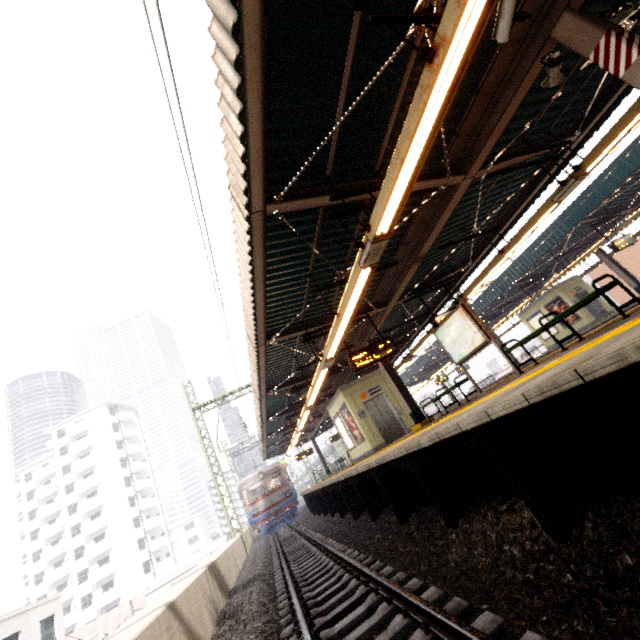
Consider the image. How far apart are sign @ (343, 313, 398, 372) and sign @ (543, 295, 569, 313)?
15.51m

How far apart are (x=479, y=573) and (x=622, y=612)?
1.6 meters

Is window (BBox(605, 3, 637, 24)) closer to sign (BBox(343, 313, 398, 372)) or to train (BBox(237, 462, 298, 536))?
sign (BBox(343, 313, 398, 372))

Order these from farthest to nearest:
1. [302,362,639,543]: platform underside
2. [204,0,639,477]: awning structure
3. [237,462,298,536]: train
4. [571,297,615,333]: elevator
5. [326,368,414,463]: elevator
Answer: [237,462,298,536]: train → [571,297,615,333]: elevator → [326,368,414,463]: elevator → [204,0,639,477]: awning structure → [302,362,639,543]: platform underside

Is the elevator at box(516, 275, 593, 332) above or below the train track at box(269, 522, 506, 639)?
above

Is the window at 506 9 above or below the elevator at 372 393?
above

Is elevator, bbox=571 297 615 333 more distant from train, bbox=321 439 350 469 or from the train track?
train, bbox=321 439 350 469

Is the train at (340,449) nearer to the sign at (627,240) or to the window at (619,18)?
the sign at (627,240)
